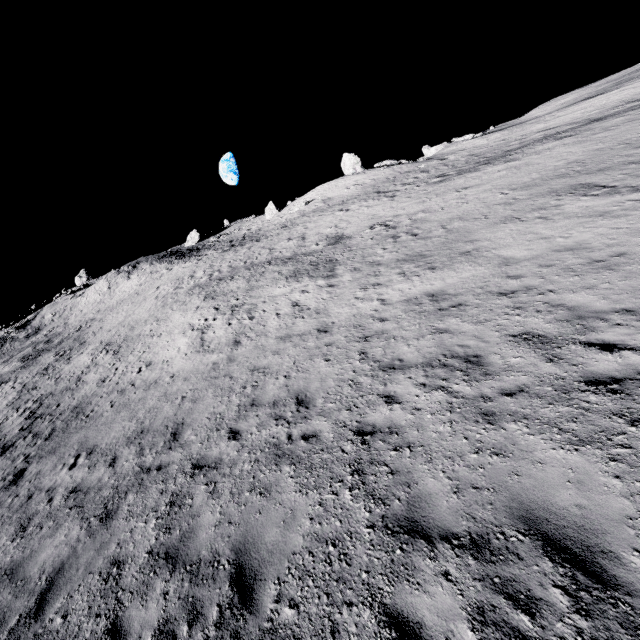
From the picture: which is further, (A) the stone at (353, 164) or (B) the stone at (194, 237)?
(B) the stone at (194, 237)

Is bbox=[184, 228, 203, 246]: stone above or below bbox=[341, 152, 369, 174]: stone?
above

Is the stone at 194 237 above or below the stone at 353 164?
above

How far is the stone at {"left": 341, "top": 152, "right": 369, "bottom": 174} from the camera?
44.3m

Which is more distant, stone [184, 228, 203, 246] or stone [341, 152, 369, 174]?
stone [184, 228, 203, 246]

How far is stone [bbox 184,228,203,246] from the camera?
56.6 meters

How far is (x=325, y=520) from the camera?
4.9 meters
